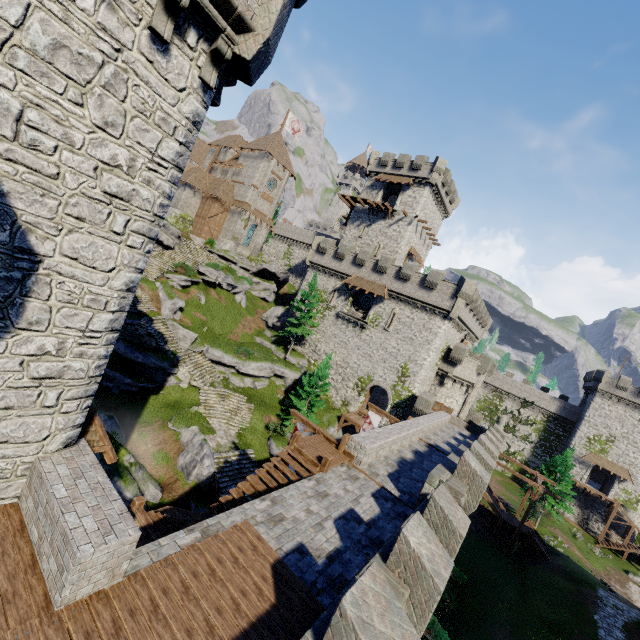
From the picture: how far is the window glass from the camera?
38.6 meters

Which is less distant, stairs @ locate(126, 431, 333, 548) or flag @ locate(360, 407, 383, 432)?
stairs @ locate(126, 431, 333, 548)

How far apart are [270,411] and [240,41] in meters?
28.9 m

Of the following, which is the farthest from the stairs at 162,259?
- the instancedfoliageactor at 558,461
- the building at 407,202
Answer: the instancedfoliageactor at 558,461

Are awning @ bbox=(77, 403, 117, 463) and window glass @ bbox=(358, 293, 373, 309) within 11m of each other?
no

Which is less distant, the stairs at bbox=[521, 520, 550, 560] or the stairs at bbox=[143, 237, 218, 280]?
the stairs at bbox=[521, 520, 550, 560]

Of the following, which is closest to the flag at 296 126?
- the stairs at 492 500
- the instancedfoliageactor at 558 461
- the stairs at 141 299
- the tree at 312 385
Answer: the stairs at 141 299

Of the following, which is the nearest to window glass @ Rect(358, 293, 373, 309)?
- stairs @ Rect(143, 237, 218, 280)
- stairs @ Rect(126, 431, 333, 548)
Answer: stairs @ Rect(143, 237, 218, 280)
